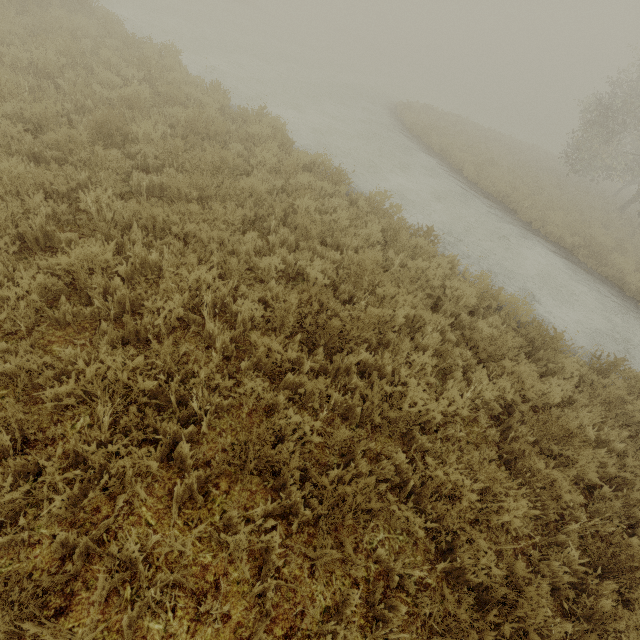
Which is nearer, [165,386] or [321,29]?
[165,386]
